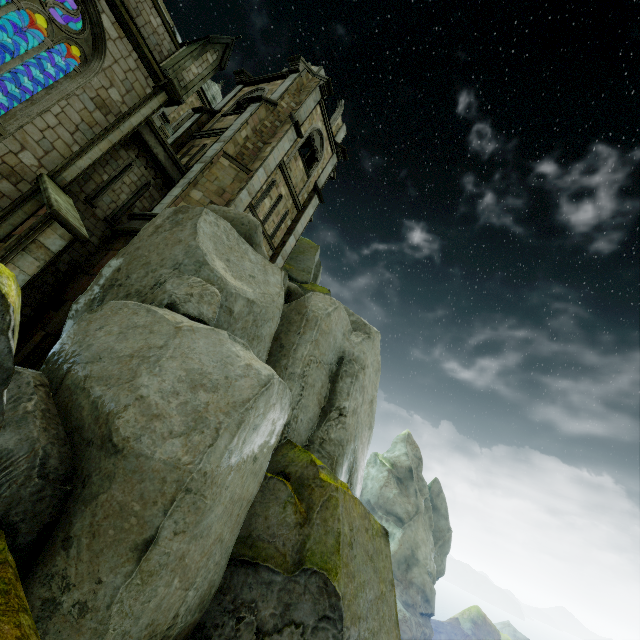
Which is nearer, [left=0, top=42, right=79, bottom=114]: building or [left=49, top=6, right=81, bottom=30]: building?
[left=49, top=6, right=81, bottom=30]: building

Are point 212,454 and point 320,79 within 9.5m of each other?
no

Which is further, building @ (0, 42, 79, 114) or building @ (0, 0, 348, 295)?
building @ (0, 42, 79, 114)

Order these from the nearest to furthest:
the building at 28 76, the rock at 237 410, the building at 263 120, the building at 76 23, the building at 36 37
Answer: the rock at 237 410 < the building at 263 120 < the building at 76 23 < the building at 36 37 < the building at 28 76

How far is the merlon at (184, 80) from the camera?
13.2m

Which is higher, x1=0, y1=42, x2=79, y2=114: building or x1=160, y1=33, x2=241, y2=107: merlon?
x1=160, y1=33, x2=241, y2=107: merlon

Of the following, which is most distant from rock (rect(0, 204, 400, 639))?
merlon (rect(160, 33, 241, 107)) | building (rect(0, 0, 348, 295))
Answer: merlon (rect(160, 33, 241, 107))

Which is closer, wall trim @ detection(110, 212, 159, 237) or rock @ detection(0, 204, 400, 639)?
rock @ detection(0, 204, 400, 639)
